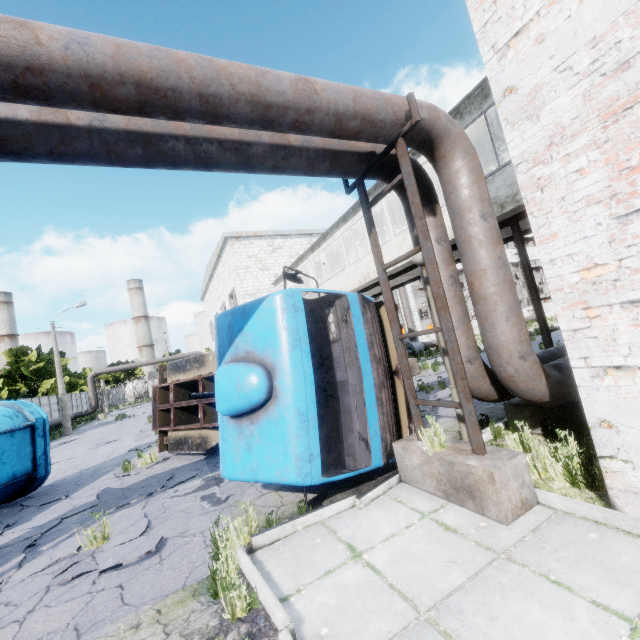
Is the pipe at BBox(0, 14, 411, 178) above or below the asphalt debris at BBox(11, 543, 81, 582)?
above

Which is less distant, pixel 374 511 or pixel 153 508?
pixel 374 511

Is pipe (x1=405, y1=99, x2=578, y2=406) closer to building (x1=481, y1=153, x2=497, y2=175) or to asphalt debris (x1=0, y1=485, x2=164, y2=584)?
building (x1=481, y1=153, x2=497, y2=175)

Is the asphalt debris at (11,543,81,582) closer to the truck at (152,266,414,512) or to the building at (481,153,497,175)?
the truck at (152,266,414,512)

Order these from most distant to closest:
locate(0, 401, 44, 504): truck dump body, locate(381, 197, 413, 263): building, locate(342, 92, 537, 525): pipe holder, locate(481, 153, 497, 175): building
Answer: locate(481, 153, 497, 175): building, locate(381, 197, 413, 263): building, locate(0, 401, 44, 504): truck dump body, locate(342, 92, 537, 525): pipe holder

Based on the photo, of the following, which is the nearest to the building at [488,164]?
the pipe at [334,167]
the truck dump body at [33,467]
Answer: the pipe at [334,167]

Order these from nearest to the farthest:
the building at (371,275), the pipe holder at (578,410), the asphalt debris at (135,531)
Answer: the asphalt debris at (135,531), the pipe holder at (578,410), the building at (371,275)

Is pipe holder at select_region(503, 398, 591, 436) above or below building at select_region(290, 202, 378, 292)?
below
